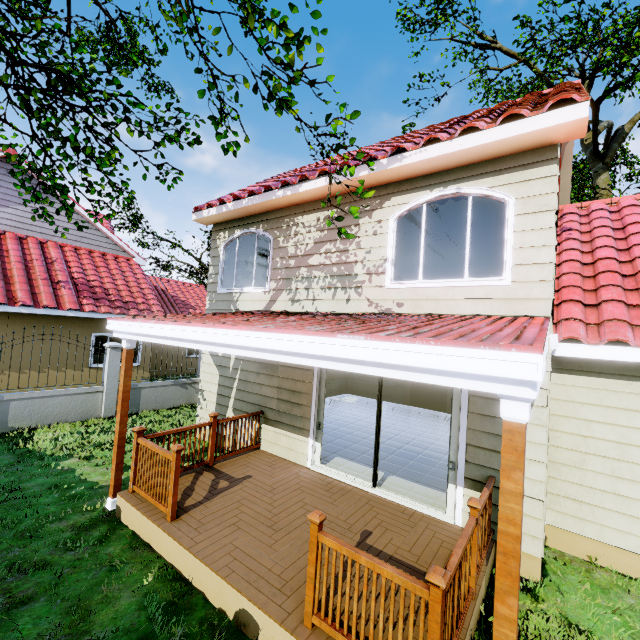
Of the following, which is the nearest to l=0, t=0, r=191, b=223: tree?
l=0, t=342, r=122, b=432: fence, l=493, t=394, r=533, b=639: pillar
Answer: l=0, t=342, r=122, b=432: fence

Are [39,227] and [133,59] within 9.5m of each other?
yes

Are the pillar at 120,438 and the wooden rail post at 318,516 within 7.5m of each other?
yes

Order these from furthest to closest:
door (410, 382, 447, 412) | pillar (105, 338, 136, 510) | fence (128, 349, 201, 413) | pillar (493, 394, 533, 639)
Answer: door (410, 382, 447, 412) → fence (128, 349, 201, 413) → pillar (105, 338, 136, 510) → pillar (493, 394, 533, 639)

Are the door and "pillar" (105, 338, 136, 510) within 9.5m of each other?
no

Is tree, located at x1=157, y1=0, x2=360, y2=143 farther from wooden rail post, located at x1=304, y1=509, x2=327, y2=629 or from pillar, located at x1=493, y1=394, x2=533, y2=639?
wooden rail post, located at x1=304, y1=509, x2=327, y2=629

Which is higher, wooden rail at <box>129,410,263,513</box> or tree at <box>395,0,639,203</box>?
tree at <box>395,0,639,203</box>

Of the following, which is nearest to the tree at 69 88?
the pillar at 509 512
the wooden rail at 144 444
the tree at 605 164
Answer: the pillar at 509 512
